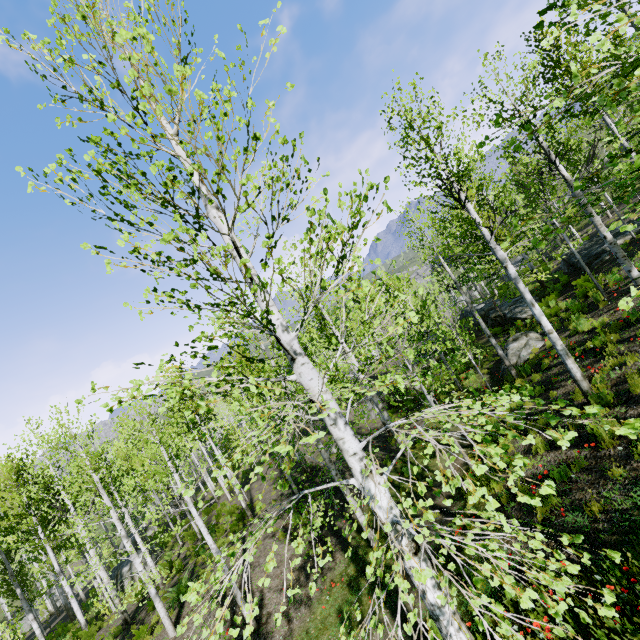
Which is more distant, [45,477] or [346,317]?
[45,477]

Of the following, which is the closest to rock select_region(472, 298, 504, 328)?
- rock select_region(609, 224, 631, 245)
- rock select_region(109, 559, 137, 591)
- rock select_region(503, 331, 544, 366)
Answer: rock select_region(609, 224, 631, 245)

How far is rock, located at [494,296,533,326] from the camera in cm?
1990

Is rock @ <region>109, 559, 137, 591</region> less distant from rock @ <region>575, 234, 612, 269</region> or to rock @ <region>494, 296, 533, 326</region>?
rock @ <region>494, 296, 533, 326</region>

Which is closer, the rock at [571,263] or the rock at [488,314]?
the rock at [571,263]

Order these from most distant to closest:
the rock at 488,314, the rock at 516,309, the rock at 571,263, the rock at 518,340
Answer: the rock at 488,314 → the rock at 516,309 → the rock at 571,263 → the rock at 518,340

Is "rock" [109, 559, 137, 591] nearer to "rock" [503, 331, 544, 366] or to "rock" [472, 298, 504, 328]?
"rock" [503, 331, 544, 366]

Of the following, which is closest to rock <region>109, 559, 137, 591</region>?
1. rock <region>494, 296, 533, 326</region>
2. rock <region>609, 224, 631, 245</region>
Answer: rock <region>494, 296, 533, 326</region>
